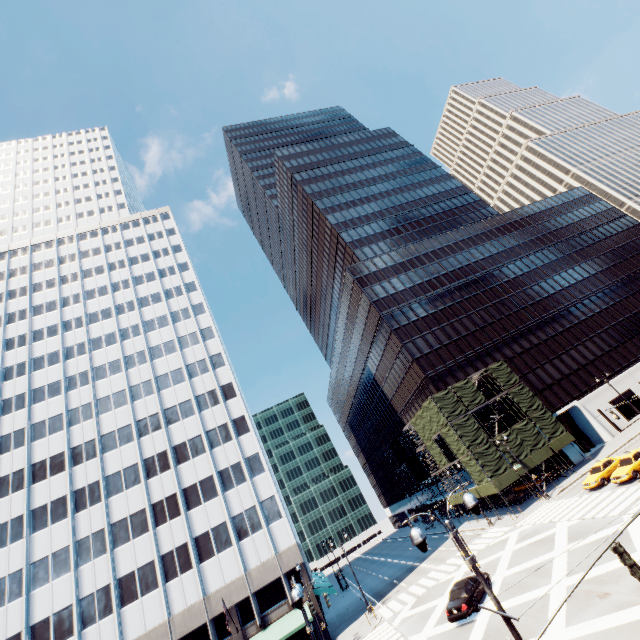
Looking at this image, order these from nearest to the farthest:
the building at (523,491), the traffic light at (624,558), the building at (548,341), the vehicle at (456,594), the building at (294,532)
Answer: the traffic light at (624,558), the vehicle at (456,594), the building at (294,532), the building at (523,491), the building at (548,341)

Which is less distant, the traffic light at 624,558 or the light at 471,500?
the light at 471,500

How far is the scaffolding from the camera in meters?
39.3 m

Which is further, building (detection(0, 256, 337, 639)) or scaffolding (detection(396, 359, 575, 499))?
scaffolding (detection(396, 359, 575, 499))

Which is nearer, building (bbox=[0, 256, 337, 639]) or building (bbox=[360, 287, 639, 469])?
building (bbox=[0, 256, 337, 639])

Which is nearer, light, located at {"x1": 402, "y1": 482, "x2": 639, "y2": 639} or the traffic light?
light, located at {"x1": 402, "y1": 482, "x2": 639, "y2": 639}

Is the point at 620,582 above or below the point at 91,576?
below

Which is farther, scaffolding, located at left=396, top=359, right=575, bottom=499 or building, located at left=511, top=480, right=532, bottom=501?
building, located at left=511, top=480, right=532, bottom=501
